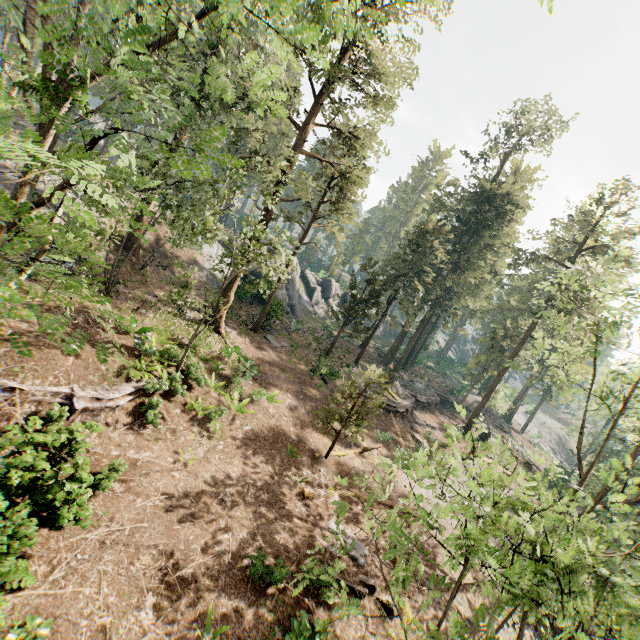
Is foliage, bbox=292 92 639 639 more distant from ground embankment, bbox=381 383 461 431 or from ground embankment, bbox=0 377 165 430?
ground embankment, bbox=0 377 165 430

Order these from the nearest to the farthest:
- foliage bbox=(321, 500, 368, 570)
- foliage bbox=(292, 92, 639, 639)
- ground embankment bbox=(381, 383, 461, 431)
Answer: foliage bbox=(292, 92, 639, 639)
foliage bbox=(321, 500, 368, 570)
ground embankment bbox=(381, 383, 461, 431)

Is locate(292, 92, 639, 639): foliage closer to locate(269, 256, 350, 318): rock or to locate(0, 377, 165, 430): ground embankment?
locate(269, 256, 350, 318): rock

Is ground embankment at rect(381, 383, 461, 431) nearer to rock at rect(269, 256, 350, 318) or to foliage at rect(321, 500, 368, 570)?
foliage at rect(321, 500, 368, 570)

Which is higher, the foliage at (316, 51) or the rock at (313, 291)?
the foliage at (316, 51)

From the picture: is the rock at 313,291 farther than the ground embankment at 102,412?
Yes

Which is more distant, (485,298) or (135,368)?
(485,298)
